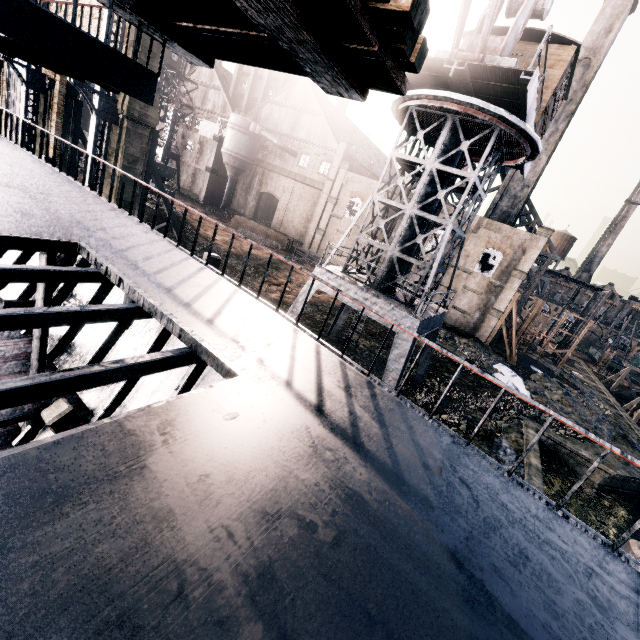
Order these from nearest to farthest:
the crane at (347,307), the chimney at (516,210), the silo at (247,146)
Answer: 1. the crane at (347,307)
2. the chimney at (516,210)
3. the silo at (247,146)

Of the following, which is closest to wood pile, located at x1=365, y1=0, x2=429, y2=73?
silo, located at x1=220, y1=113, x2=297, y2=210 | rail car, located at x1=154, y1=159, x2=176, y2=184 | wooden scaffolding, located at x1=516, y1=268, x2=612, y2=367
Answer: rail car, located at x1=154, y1=159, x2=176, y2=184

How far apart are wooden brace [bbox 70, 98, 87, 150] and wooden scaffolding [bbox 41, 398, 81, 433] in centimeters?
3330cm

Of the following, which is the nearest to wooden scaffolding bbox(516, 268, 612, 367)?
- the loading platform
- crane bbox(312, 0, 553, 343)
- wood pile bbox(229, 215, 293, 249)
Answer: crane bbox(312, 0, 553, 343)

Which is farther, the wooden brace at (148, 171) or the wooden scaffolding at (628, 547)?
the wooden brace at (148, 171)

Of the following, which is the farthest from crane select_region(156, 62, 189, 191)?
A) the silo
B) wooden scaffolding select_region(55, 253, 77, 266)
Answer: wooden scaffolding select_region(55, 253, 77, 266)

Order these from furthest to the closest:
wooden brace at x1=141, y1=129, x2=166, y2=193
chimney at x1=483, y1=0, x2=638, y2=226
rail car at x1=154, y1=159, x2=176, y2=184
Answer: rail car at x1=154, y1=159, x2=176, y2=184, chimney at x1=483, y1=0, x2=638, y2=226, wooden brace at x1=141, y1=129, x2=166, y2=193

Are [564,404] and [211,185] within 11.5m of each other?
no
